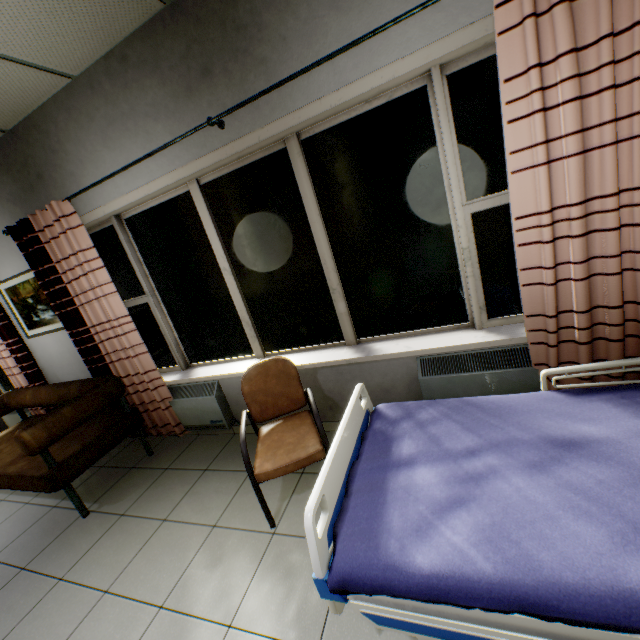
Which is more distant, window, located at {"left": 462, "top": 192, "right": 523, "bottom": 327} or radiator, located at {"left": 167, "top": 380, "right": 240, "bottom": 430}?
radiator, located at {"left": 167, "top": 380, "right": 240, "bottom": 430}

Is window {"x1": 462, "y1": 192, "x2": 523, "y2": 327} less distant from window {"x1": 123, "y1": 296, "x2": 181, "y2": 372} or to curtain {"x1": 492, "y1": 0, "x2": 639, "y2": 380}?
curtain {"x1": 492, "y1": 0, "x2": 639, "y2": 380}

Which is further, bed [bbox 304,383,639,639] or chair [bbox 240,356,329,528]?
chair [bbox 240,356,329,528]

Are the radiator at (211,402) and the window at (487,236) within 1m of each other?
no

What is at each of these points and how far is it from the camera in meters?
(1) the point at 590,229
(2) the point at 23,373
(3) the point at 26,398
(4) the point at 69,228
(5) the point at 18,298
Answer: (1) curtain, 1.7 m
(2) curtain, 3.9 m
(3) sofa, 3.7 m
(4) curtain, 2.8 m
(5) picture, 3.7 m

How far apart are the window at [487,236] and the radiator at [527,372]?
0.2 meters

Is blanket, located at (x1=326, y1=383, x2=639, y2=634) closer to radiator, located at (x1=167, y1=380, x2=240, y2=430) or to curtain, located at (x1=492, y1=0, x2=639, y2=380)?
curtain, located at (x1=492, y1=0, x2=639, y2=380)

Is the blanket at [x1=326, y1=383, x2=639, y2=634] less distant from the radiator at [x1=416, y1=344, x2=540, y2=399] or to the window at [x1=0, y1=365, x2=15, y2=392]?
the radiator at [x1=416, y1=344, x2=540, y2=399]
